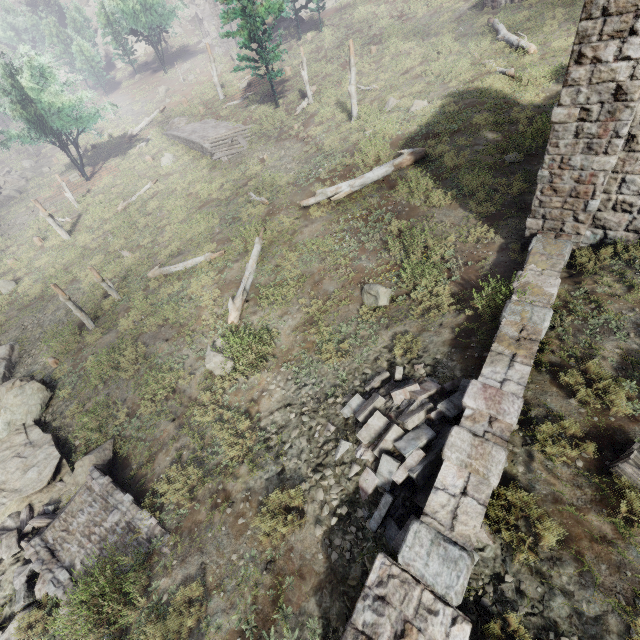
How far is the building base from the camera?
25.7m

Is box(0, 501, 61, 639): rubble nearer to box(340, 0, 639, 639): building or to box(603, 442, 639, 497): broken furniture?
box(340, 0, 639, 639): building

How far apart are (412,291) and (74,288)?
18.2m

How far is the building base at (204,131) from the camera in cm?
2573

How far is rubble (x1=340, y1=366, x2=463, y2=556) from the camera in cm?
563

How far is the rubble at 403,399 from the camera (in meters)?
5.63

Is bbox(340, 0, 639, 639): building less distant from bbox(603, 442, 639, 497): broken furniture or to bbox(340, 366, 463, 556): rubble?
bbox(340, 366, 463, 556): rubble

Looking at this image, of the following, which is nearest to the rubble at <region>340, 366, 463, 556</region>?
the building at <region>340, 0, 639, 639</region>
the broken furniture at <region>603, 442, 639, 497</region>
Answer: the building at <region>340, 0, 639, 639</region>
